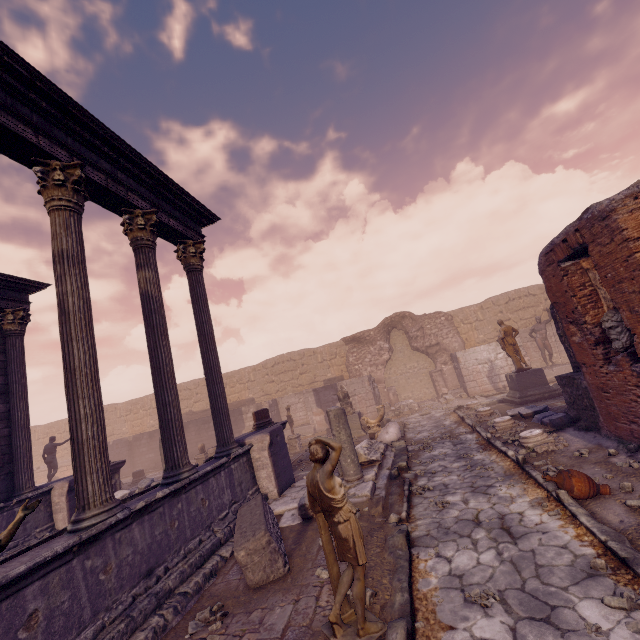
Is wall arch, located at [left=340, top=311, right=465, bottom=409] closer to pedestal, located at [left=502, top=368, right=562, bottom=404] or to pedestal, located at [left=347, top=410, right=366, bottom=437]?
pedestal, located at [left=502, top=368, right=562, bottom=404]

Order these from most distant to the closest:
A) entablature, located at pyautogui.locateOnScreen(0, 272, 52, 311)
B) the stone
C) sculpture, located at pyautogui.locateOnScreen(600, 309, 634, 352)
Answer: entablature, located at pyautogui.locateOnScreen(0, 272, 52, 311) → sculpture, located at pyautogui.locateOnScreen(600, 309, 634, 352) → the stone

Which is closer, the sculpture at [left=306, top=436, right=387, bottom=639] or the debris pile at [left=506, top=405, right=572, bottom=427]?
the sculpture at [left=306, top=436, right=387, bottom=639]

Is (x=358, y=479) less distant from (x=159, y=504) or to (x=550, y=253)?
(x=159, y=504)

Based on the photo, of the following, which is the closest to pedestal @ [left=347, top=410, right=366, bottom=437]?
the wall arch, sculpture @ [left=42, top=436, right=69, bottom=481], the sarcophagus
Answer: the wall arch

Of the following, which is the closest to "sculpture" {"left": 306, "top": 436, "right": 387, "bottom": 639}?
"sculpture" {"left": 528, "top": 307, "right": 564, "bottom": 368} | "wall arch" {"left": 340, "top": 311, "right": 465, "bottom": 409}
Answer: "wall arch" {"left": 340, "top": 311, "right": 465, "bottom": 409}

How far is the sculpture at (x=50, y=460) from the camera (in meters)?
14.32

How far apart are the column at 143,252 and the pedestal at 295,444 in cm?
866
